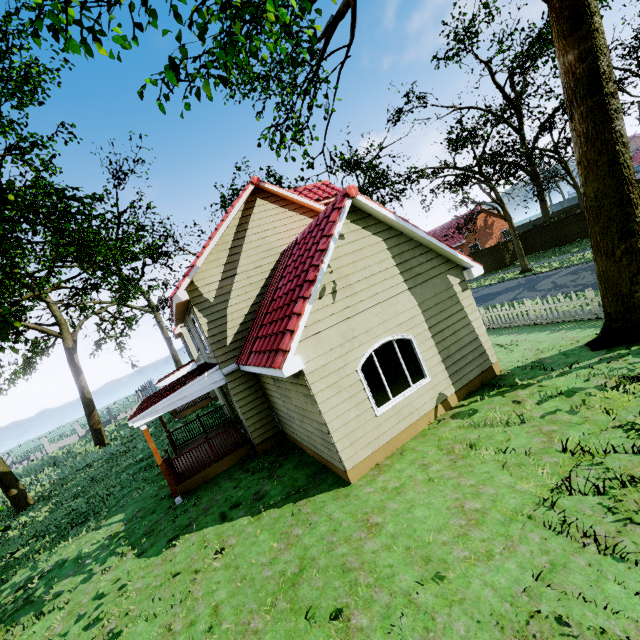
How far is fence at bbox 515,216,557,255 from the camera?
28.67m

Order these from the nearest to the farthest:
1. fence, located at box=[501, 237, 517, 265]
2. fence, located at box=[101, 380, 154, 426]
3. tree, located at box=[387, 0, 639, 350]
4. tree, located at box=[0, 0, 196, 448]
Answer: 1. tree, located at box=[0, 0, 196, 448]
2. tree, located at box=[387, 0, 639, 350]
3. fence, located at box=[501, 237, 517, 265]
4. fence, located at box=[101, 380, 154, 426]

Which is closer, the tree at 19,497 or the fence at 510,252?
the tree at 19,497

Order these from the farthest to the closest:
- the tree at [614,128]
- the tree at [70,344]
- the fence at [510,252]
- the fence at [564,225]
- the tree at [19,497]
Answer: the fence at [510,252], the fence at [564,225], the tree at [19,497], the tree at [614,128], the tree at [70,344]

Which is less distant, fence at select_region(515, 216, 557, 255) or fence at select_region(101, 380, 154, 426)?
fence at select_region(515, 216, 557, 255)

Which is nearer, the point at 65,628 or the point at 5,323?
the point at 5,323
